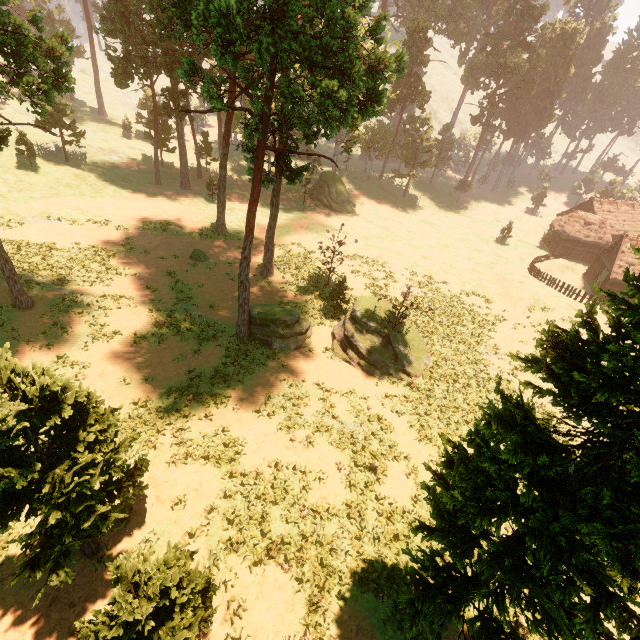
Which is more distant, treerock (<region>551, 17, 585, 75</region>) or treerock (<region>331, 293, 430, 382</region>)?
treerock (<region>551, 17, 585, 75</region>)

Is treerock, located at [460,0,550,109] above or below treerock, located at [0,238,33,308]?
above

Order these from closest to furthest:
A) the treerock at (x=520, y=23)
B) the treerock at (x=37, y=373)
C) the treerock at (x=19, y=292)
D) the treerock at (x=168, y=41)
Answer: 1. the treerock at (x=37, y=373)
2. the treerock at (x=168, y=41)
3. the treerock at (x=19, y=292)
4. the treerock at (x=520, y=23)

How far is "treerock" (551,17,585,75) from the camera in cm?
5753

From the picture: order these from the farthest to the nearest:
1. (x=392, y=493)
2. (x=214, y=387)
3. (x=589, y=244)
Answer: (x=589, y=244)
(x=214, y=387)
(x=392, y=493)

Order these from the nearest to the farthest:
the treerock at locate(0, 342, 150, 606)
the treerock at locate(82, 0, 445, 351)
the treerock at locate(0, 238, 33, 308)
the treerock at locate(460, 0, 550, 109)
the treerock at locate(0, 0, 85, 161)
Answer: the treerock at locate(0, 342, 150, 606)
the treerock at locate(82, 0, 445, 351)
the treerock at locate(0, 0, 85, 161)
the treerock at locate(0, 238, 33, 308)
the treerock at locate(460, 0, 550, 109)

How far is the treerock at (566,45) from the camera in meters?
57.5 m
